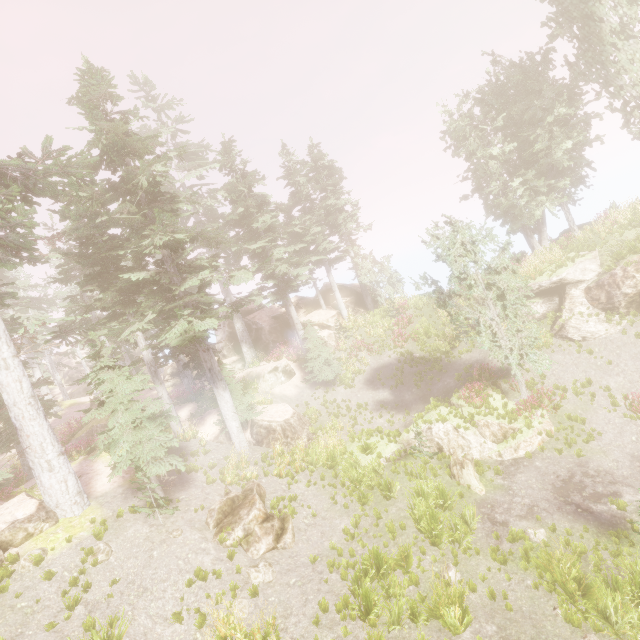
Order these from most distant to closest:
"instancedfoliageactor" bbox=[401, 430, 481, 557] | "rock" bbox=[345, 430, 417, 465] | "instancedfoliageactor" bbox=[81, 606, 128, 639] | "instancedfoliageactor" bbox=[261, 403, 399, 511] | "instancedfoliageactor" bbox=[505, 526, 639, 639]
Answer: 1. "rock" bbox=[345, 430, 417, 465]
2. "instancedfoliageactor" bbox=[261, 403, 399, 511]
3. "instancedfoliageactor" bbox=[401, 430, 481, 557]
4. "instancedfoliageactor" bbox=[81, 606, 128, 639]
5. "instancedfoliageactor" bbox=[505, 526, 639, 639]

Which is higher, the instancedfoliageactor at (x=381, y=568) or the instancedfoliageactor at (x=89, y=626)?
the instancedfoliageactor at (x=89, y=626)

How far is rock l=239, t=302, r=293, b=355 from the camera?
32.1m

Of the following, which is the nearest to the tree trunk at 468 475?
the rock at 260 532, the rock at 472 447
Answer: the rock at 472 447

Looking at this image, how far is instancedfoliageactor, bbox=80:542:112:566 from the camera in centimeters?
1030cm

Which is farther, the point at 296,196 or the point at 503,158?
the point at 296,196

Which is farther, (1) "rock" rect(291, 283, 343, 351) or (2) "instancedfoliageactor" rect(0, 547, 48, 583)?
(1) "rock" rect(291, 283, 343, 351)
